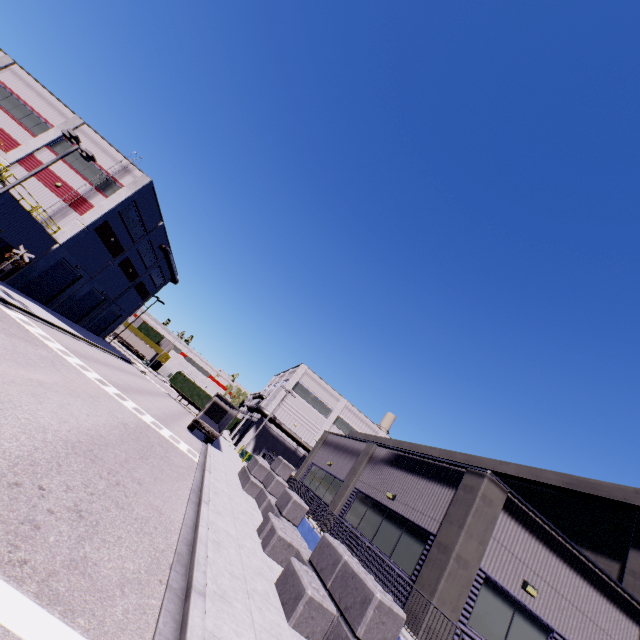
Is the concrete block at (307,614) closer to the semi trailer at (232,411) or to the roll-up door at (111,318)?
the semi trailer at (232,411)

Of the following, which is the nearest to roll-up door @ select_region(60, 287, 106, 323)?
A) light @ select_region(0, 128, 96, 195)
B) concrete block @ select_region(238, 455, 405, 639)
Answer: light @ select_region(0, 128, 96, 195)

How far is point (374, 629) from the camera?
7.3m

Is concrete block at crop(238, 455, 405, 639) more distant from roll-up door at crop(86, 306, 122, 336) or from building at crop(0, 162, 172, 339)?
roll-up door at crop(86, 306, 122, 336)

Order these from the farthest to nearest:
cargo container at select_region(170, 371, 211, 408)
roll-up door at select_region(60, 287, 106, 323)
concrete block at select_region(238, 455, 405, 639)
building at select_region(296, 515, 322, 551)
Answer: cargo container at select_region(170, 371, 211, 408), roll-up door at select_region(60, 287, 106, 323), building at select_region(296, 515, 322, 551), concrete block at select_region(238, 455, 405, 639)

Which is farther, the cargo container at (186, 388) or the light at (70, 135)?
the cargo container at (186, 388)

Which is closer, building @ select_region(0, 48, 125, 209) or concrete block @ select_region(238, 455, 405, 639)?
concrete block @ select_region(238, 455, 405, 639)

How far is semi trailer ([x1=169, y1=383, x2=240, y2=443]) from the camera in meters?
28.4
